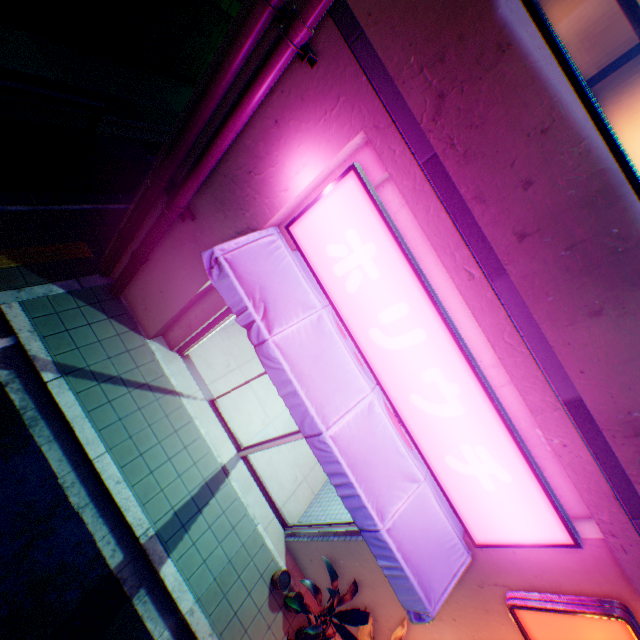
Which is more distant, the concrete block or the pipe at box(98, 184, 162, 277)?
the concrete block

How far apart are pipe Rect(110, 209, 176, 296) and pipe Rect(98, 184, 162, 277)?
0.1 meters

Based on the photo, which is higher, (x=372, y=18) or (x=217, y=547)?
(x=372, y=18)

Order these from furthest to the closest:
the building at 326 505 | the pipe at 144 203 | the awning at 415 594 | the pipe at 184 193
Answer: the building at 326 505, the pipe at 144 203, the awning at 415 594, the pipe at 184 193

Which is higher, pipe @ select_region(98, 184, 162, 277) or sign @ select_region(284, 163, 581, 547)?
sign @ select_region(284, 163, 581, 547)

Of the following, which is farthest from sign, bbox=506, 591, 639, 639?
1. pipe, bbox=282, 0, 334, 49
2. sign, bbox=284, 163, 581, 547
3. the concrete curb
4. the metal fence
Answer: the concrete curb

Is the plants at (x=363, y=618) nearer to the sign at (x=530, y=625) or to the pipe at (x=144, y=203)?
the sign at (x=530, y=625)

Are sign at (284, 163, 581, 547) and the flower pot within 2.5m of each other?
no
